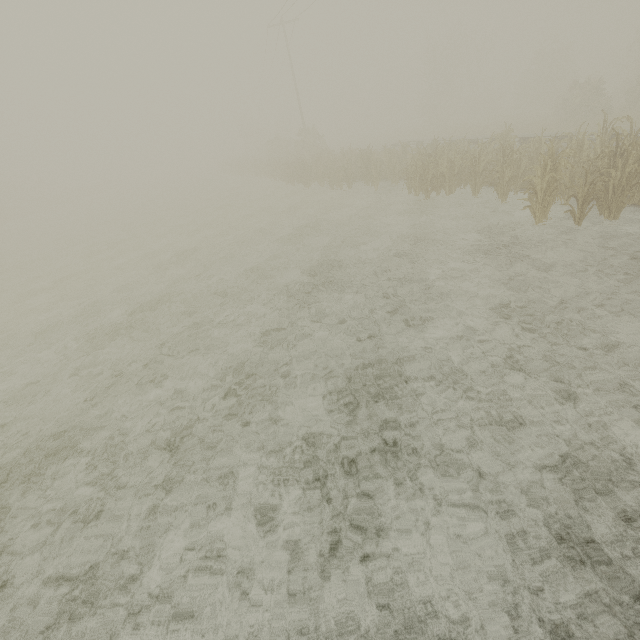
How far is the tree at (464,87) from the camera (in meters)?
40.62

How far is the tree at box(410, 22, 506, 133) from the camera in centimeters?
4062cm

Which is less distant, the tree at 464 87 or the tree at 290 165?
the tree at 290 165

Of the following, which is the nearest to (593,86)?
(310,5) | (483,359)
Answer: (310,5)

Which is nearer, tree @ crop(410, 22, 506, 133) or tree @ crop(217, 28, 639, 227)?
tree @ crop(217, 28, 639, 227)
